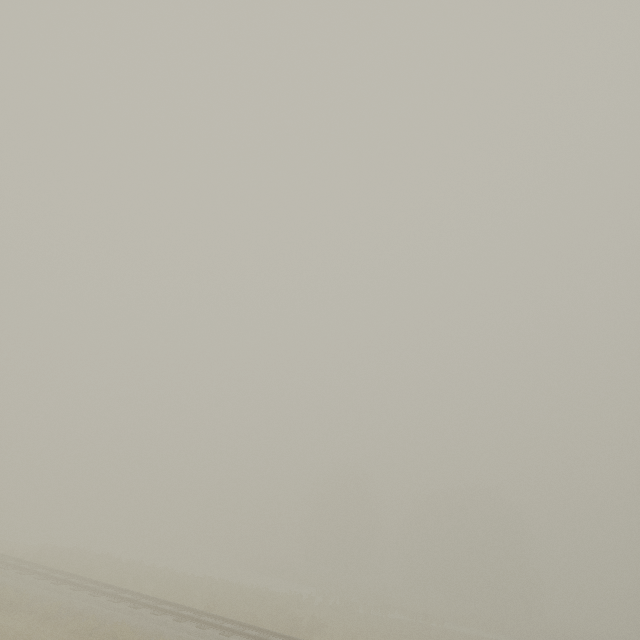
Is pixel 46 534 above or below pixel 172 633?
below
